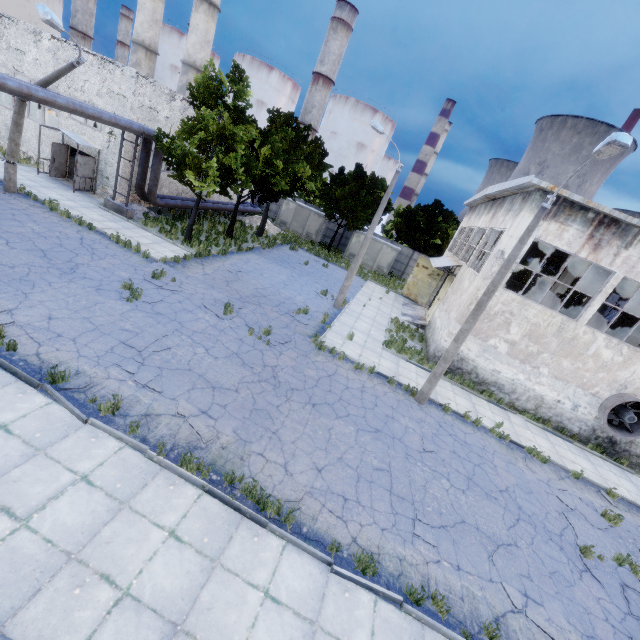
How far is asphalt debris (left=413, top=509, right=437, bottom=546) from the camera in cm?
779

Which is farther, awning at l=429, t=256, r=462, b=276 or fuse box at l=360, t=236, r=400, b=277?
fuse box at l=360, t=236, r=400, b=277

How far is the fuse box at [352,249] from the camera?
35.5m

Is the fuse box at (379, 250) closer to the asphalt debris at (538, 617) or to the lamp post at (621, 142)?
the lamp post at (621, 142)

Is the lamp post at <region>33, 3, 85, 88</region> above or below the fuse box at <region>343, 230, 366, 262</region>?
above

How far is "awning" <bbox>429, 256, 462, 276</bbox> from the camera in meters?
22.0

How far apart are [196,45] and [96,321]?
39.9 meters

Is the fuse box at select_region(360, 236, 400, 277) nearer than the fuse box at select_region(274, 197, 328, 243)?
Yes
